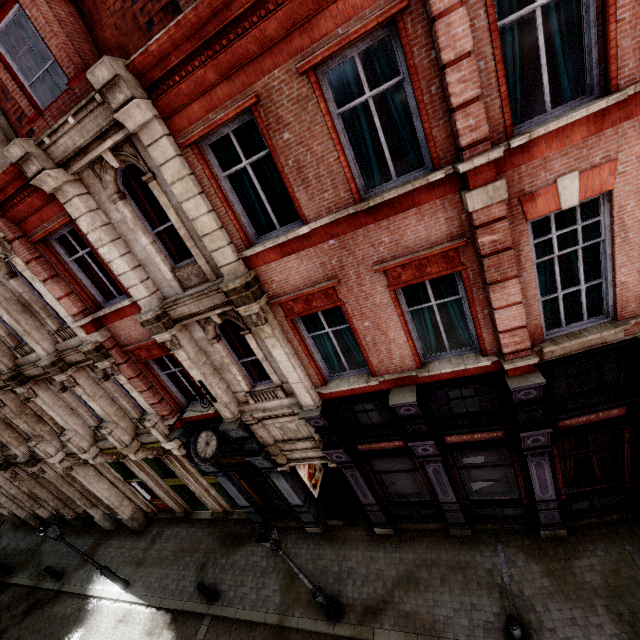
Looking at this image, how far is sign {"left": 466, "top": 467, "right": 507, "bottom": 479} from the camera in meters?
8.9

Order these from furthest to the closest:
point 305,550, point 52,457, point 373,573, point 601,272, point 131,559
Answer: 1. point 131,559
2. point 52,457
3. point 305,550
4. point 373,573
5. point 601,272

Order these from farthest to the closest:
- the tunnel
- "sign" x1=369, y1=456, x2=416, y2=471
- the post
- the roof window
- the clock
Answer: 1. the tunnel
2. "sign" x1=369, y1=456, x2=416, y2=471
3. the clock
4. the post
5. the roof window

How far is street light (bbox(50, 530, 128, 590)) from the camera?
12.3 meters

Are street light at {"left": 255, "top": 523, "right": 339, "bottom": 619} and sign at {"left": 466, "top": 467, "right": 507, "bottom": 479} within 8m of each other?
yes

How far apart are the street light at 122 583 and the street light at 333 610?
9.6m

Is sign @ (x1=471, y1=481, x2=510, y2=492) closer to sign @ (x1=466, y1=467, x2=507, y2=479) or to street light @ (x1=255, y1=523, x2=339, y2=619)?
sign @ (x1=466, y1=467, x2=507, y2=479)

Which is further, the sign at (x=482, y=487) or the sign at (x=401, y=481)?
the sign at (x=401, y=481)
